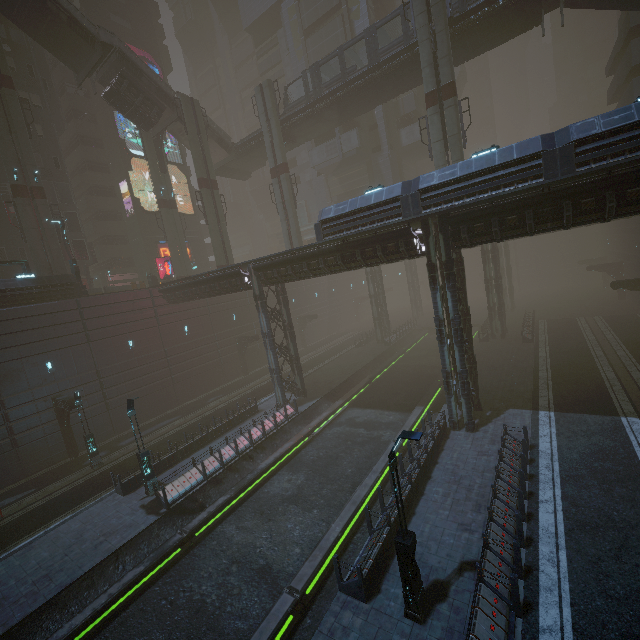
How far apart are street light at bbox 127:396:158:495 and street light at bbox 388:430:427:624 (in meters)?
13.99

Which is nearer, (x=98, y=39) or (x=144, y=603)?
(x=144, y=603)

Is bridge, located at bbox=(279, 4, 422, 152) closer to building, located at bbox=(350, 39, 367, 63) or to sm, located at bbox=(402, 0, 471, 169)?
sm, located at bbox=(402, 0, 471, 169)

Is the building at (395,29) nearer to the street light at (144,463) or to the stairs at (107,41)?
the street light at (144,463)

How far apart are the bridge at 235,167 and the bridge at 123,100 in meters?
7.6

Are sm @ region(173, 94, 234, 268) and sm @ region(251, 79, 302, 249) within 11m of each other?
yes

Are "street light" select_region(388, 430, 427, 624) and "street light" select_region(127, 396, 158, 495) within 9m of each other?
no

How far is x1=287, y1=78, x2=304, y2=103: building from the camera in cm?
4172
